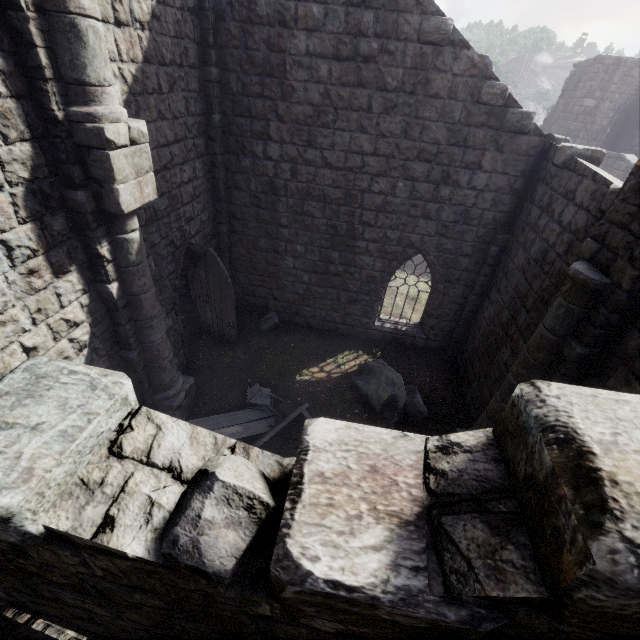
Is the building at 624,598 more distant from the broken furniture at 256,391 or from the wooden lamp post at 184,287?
the wooden lamp post at 184,287

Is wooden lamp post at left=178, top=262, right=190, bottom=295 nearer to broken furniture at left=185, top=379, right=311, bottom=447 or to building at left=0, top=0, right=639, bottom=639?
building at left=0, top=0, right=639, bottom=639

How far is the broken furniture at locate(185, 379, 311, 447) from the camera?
7.9 meters

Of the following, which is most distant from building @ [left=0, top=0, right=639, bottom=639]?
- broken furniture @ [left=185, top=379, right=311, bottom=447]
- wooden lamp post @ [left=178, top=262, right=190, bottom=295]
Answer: wooden lamp post @ [left=178, top=262, right=190, bottom=295]

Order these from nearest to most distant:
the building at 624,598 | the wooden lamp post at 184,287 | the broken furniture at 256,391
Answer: the building at 624,598 < the broken furniture at 256,391 < the wooden lamp post at 184,287

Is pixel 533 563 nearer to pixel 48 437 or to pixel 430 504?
pixel 430 504

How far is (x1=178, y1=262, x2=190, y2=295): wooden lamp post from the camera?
12.50m
